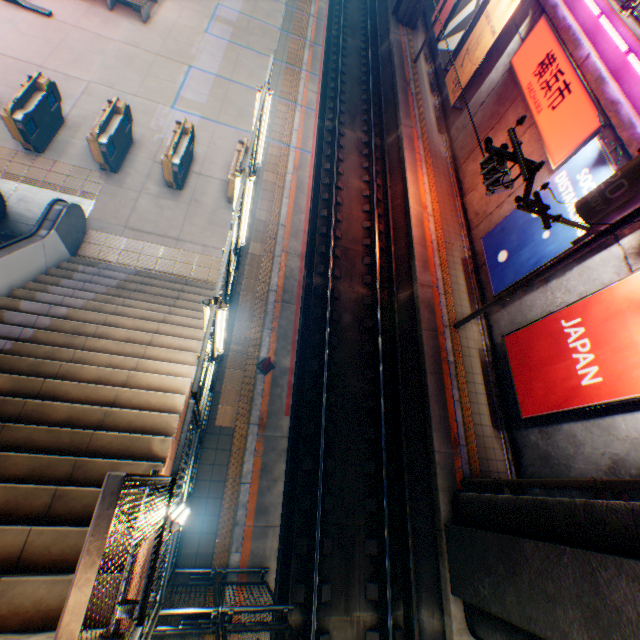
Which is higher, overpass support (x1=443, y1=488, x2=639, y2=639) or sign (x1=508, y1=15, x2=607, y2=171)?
sign (x1=508, y1=15, x2=607, y2=171)

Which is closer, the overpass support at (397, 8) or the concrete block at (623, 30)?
the concrete block at (623, 30)

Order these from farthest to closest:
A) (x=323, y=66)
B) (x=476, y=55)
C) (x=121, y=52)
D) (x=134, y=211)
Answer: (x=323, y=66) → (x=476, y=55) → (x=121, y=52) → (x=134, y=211)

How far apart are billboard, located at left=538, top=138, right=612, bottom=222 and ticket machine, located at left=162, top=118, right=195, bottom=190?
10.9 meters

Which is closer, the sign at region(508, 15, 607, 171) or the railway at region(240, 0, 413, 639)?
the railway at region(240, 0, 413, 639)

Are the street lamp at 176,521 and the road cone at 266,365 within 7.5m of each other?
yes

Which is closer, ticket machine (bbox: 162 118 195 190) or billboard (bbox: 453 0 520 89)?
ticket machine (bbox: 162 118 195 190)

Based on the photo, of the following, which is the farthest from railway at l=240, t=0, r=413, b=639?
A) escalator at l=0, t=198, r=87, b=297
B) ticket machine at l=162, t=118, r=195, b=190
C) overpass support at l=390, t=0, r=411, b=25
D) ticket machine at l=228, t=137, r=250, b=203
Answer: escalator at l=0, t=198, r=87, b=297
